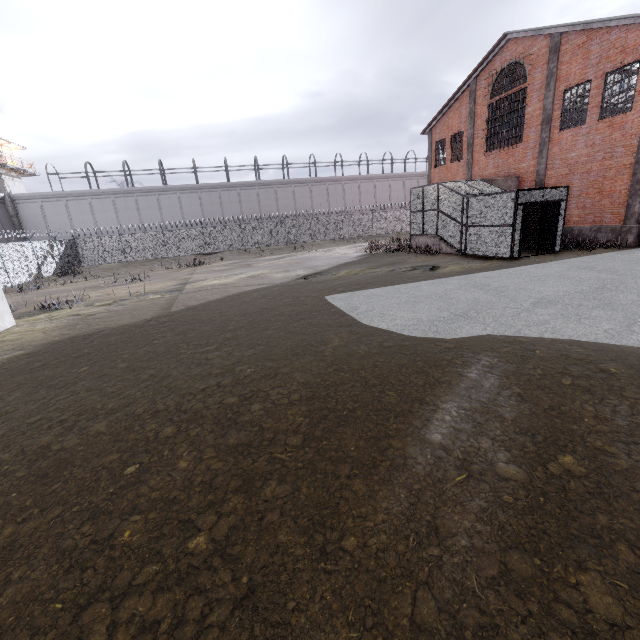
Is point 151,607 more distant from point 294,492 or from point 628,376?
point 628,376

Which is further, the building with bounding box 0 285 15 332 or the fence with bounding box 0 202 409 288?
the fence with bounding box 0 202 409 288

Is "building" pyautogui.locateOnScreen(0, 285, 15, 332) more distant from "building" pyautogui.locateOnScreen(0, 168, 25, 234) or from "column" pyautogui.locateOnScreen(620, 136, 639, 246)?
"building" pyautogui.locateOnScreen(0, 168, 25, 234)

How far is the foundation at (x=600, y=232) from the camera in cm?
1591

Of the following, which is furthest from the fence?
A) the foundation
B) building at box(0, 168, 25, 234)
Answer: the foundation

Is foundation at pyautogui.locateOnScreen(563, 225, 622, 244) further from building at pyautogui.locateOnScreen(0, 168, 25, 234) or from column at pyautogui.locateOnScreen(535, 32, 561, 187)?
building at pyautogui.locateOnScreen(0, 168, 25, 234)

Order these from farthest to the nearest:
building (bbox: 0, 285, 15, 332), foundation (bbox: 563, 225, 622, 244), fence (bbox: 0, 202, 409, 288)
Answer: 1. fence (bbox: 0, 202, 409, 288)
2. foundation (bbox: 563, 225, 622, 244)
3. building (bbox: 0, 285, 15, 332)

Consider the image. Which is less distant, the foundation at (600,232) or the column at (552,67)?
the foundation at (600,232)
